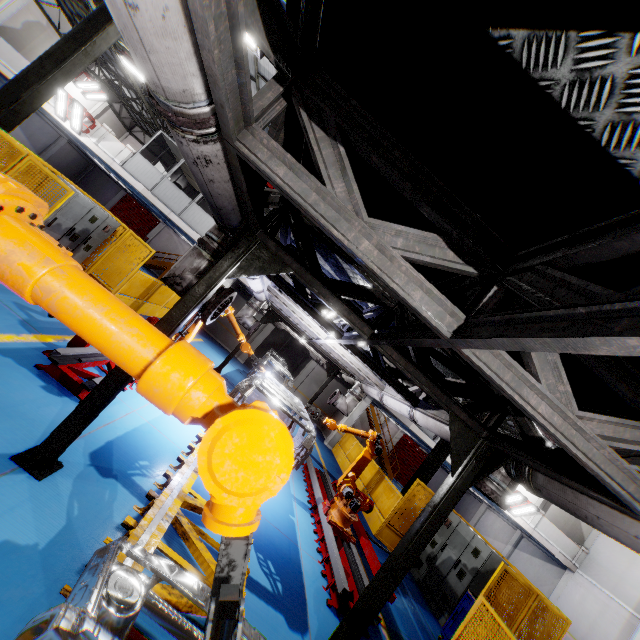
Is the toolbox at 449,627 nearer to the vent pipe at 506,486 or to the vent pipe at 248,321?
the vent pipe at 506,486

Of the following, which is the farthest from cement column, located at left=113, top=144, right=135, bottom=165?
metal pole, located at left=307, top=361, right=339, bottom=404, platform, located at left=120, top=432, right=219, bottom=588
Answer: metal pole, located at left=307, top=361, right=339, bottom=404

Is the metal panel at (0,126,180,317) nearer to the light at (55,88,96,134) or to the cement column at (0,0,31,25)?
the light at (55,88,96,134)

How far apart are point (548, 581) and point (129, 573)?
28.42m

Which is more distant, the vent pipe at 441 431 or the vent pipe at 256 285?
the vent pipe at 256 285

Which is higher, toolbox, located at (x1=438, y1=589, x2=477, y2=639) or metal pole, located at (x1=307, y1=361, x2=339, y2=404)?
metal pole, located at (x1=307, y1=361, x2=339, y2=404)

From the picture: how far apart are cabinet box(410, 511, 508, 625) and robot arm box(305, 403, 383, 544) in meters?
3.3 m

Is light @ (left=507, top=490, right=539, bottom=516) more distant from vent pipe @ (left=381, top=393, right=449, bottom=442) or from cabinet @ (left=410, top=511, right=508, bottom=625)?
vent pipe @ (left=381, top=393, right=449, bottom=442)
